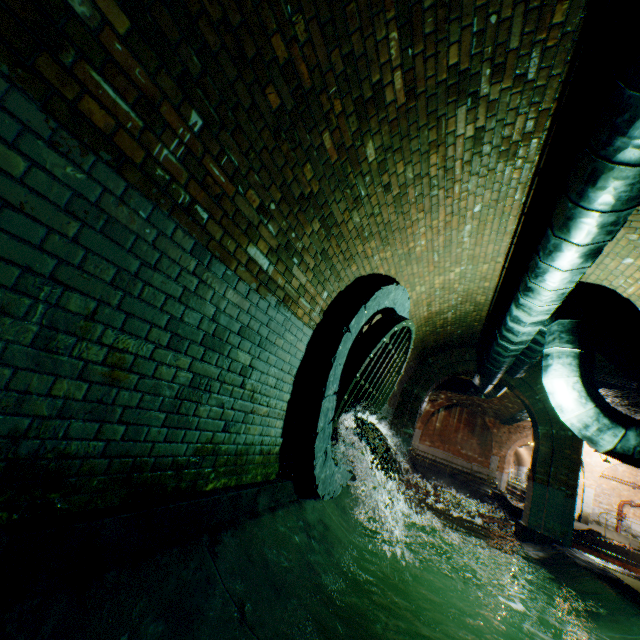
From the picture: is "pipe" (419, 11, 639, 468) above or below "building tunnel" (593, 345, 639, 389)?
below

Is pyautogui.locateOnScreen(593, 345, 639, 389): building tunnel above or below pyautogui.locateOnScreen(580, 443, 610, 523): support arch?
above

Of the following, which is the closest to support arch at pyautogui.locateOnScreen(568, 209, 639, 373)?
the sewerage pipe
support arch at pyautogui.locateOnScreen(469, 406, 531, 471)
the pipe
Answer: the pipe

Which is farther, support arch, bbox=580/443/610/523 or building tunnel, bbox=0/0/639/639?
support arch, bbox=580/443/610/523

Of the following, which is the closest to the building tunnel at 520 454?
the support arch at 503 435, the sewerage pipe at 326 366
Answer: the support arch at 503 435

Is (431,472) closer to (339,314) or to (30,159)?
(339,314)

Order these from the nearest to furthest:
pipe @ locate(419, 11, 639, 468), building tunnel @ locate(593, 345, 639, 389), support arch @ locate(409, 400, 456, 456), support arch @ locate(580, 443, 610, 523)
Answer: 1. pipe @ locate(419, 11, 639, 468)
2. building tunnel @ locate(593, 345, 639, 389)
3. support arch @ locate(580, 443, 610, 523)
4. support arch @ locate(409, 400, 456, 456)

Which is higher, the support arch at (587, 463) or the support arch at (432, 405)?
the support arch at (432, 405)
